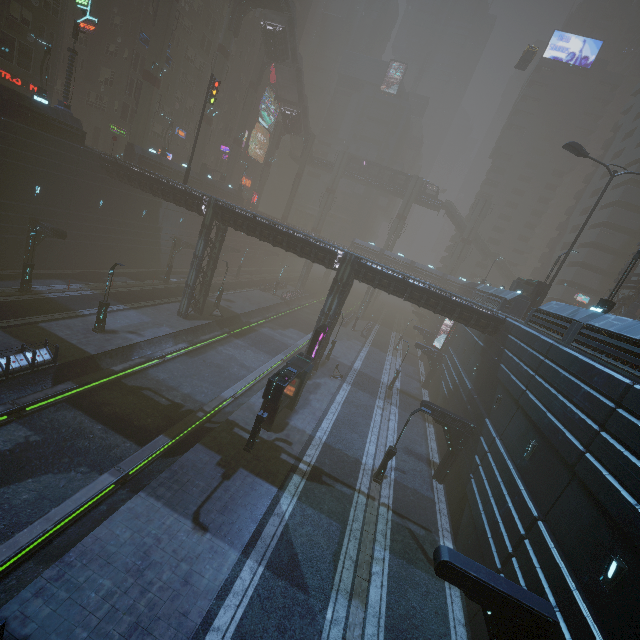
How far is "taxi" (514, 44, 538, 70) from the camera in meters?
43.7 m

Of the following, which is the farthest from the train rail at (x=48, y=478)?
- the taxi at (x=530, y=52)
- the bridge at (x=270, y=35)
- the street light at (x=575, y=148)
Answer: the taxi at (x=530, y=52)

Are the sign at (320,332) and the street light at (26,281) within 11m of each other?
no

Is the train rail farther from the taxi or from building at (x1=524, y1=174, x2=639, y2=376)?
the taxi

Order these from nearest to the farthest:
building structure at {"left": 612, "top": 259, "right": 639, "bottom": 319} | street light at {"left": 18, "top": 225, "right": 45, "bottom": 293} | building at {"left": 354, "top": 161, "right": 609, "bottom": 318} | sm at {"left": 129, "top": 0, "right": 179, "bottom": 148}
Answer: street light at {"left": 18, "top": 225, "right": 45, "bottom": 293}
building at {"left": 354, "top": 161, "right": 609, "bottom": 318}
building structure at {"left": 612, "top": 259, "right": 639, "bottom": 319}
sm at {"left": 129, "top": 0, "right": 179, "bottom": 148}

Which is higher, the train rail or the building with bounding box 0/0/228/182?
the building with bounding box 0/0/228/182

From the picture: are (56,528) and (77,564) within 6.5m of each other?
yes

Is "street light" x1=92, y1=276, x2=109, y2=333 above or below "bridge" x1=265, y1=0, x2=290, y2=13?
below
